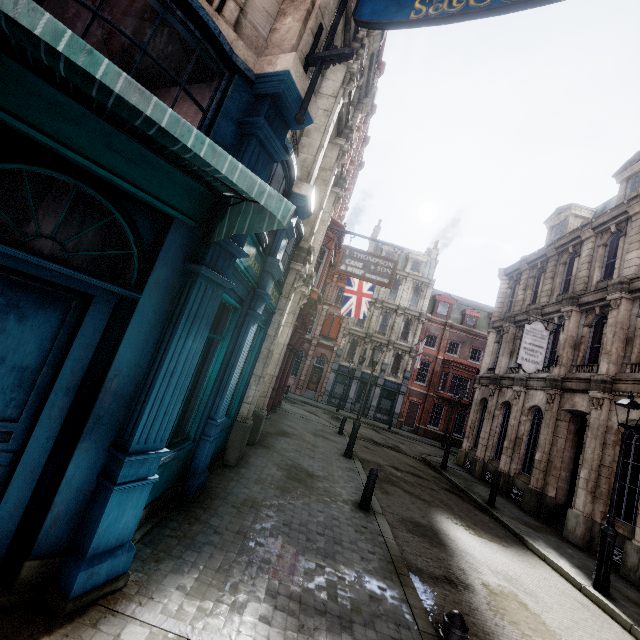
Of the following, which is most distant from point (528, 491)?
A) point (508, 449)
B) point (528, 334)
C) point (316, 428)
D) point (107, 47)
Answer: point (107, 47)

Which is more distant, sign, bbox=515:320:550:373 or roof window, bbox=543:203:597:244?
roof window, bbox=543:203:597:244

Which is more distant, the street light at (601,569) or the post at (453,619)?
the street light at (601,569)

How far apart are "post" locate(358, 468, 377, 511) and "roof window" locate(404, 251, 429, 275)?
31.3m

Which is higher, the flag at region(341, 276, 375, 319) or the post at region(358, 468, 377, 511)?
the flag at region(341, 276, 375, 319)

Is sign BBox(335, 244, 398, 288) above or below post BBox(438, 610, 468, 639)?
above

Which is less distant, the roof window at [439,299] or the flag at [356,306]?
the flag at [356,306]

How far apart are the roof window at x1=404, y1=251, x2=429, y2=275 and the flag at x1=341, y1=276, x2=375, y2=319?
18.71m
